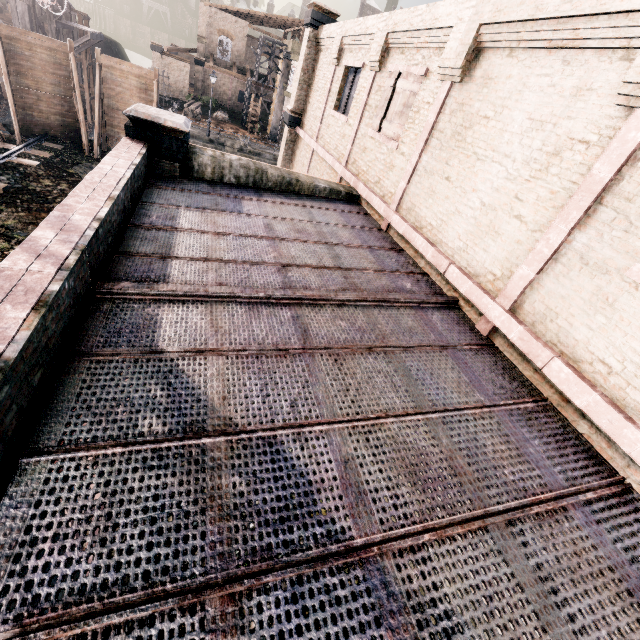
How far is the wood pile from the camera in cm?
3809

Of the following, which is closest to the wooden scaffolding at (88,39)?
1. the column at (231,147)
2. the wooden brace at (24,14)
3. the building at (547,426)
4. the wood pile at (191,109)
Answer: the wooden brace at (24,14)

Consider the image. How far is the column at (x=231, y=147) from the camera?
33.38m

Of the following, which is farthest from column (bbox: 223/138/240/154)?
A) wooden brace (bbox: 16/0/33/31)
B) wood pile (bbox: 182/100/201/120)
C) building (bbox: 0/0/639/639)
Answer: building (bbox: 0/0/639/639)

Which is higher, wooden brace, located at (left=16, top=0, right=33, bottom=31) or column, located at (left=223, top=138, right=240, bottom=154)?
wooden brace, located at (left=16, top=0, right=33, bottom=31)

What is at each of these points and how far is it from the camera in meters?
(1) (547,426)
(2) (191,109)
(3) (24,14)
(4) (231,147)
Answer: (1) building, 4.4
(2) wood pile, 38.4
(3) wooden brace, 23.2
(4) column, 33.7

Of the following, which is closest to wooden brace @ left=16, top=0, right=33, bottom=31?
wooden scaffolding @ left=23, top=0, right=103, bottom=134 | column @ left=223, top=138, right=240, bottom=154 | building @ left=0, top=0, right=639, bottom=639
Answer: wooden scaffolding @ left=23, top=0, right=103, bottom=134

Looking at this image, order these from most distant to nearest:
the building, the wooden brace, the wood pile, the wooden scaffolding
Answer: the wood pile
the wooden scaffolding
the wooden brace
the building
